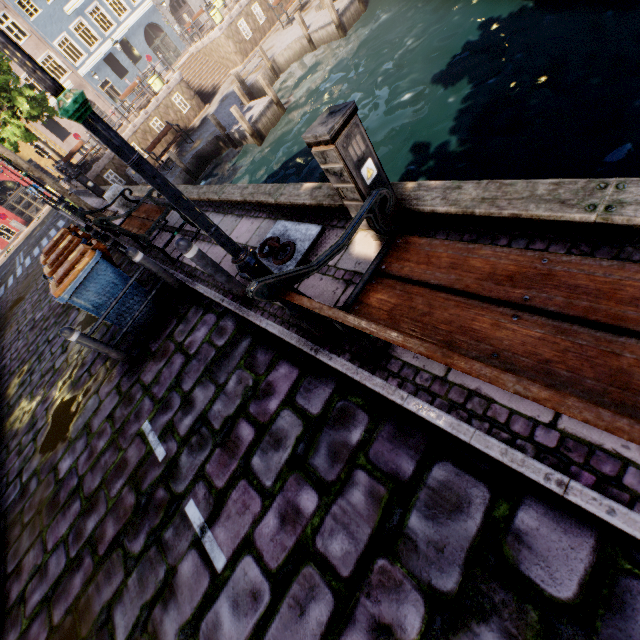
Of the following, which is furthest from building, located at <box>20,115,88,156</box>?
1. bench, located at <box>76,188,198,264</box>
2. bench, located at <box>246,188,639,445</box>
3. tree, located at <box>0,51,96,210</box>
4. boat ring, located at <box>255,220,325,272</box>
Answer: bench, located at <box>246,188,639,445</box>

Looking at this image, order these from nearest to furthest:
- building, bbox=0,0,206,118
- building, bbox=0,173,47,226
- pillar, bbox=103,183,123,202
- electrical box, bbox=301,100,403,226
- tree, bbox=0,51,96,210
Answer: Answer: electrical box, bbox=301,100,403,226, pillar, bbox=103,183,123,202, tree, bbox=0,51,96,210, building, bbox=0,0,206,118, building, bbox=0,173,47,226

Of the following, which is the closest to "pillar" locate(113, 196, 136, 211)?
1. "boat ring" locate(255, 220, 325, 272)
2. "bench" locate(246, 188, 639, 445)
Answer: "boat ring" locate(255, 220, 325, 272)

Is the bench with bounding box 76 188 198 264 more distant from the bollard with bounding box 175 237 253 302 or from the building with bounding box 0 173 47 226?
the building with bounding box 0 173 47 226

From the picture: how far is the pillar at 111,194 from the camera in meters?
7.6

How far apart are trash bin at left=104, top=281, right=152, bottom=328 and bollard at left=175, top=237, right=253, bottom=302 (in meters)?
2.01

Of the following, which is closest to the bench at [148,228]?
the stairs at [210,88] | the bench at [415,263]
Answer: the bench at [415,263]

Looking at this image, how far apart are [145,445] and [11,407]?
5.96m
